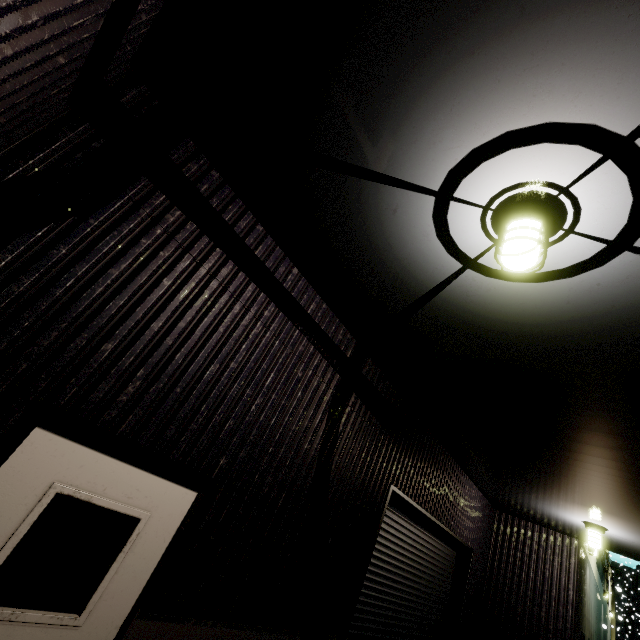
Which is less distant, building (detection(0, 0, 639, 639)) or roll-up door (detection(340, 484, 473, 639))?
building (detection(0, 0, 639, 639))

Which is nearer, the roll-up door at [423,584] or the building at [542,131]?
the building at [542,131]

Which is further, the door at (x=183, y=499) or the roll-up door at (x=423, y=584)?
the roll-up door at (x=423, y=584)

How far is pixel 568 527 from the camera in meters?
7.8

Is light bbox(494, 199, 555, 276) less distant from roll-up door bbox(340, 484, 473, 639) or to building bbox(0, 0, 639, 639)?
building bbox(0, 0, 639, 639)

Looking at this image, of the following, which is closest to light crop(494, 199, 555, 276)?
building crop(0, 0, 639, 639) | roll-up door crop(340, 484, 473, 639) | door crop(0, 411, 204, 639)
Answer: building crop(0, 0, 639, 639)

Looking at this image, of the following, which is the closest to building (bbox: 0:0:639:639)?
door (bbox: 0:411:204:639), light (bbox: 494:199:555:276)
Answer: door (bbox: 0:411:204:639)
